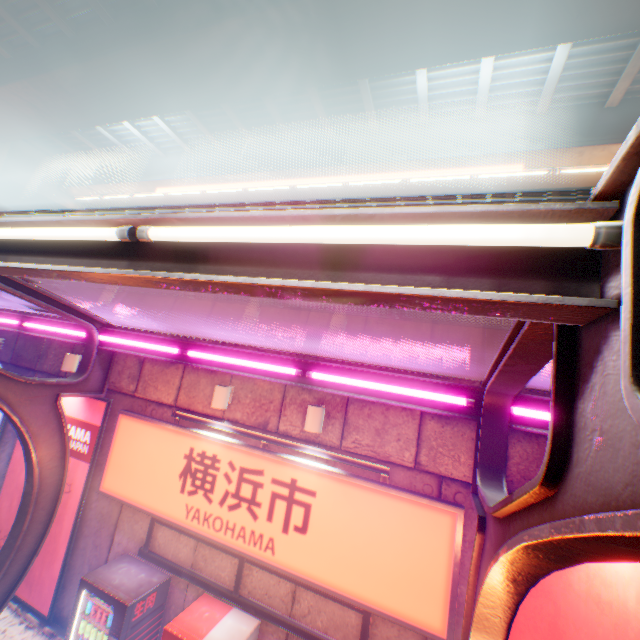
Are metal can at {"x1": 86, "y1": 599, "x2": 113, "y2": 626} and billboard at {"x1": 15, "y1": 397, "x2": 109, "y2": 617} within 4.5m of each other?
yes

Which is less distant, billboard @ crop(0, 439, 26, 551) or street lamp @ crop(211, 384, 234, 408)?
street lamp @ crop(211, 384, 234, 408)

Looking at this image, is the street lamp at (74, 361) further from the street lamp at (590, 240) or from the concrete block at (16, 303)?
the street lamp at (590, 240)

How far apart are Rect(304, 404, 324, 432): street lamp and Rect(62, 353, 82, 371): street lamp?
6.0m

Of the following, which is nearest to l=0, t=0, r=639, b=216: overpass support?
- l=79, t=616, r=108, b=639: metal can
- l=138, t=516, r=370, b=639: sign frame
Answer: l=138, t=516, r=370, b=639: sign frame

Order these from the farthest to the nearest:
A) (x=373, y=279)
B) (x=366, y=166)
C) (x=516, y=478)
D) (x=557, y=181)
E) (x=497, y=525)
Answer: (x=366, y=166) < (x=557, y=181) < (x=516, y=478) < (x=497, y=525) < (x=373, y=279)

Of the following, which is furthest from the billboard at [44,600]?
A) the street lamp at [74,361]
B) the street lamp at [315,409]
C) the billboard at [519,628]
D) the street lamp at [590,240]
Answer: the billboard at [519,628]

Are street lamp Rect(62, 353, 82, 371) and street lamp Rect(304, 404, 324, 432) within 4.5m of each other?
no
